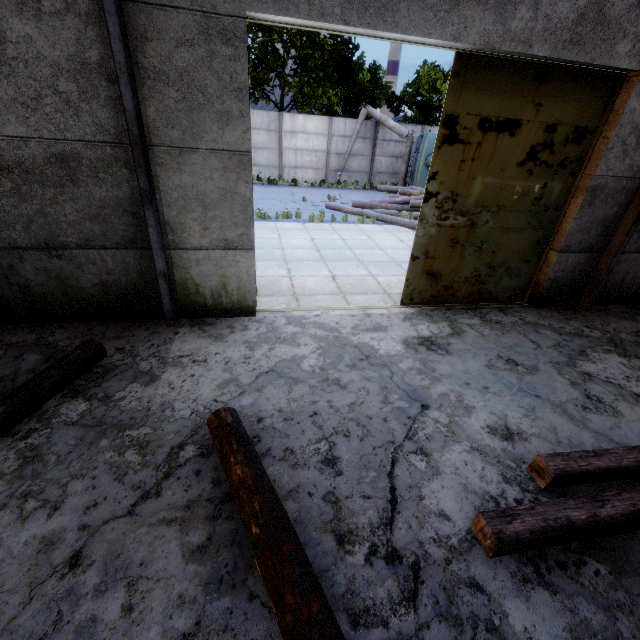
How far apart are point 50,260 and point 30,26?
2.6 meters

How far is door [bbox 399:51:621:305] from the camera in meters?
4.6 m

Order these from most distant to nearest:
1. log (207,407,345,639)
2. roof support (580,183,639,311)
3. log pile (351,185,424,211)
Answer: log pile (351,185,424,211), roof support (580,183,639,311), log (207,407,345,639)

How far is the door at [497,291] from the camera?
4.62m

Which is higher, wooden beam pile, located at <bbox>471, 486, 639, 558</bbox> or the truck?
the truck

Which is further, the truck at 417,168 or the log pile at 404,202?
the truck at 417,168

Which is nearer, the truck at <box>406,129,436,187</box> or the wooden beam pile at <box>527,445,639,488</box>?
the wooden beam pile at <box>527,445,639,488</box>

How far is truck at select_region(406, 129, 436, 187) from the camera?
16.8m
